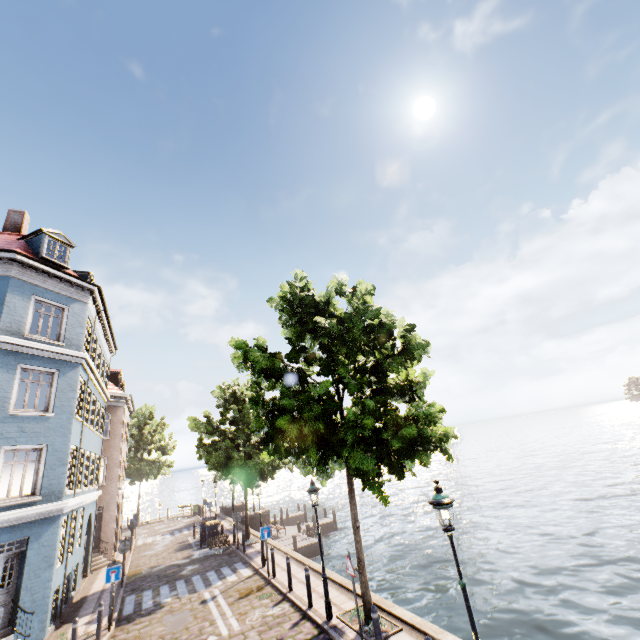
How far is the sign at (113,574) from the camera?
11.7m

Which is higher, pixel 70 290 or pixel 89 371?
pixel 70 290

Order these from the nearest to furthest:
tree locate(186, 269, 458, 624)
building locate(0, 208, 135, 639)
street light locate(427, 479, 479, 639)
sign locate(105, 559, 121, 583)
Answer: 1. street light locate(427, 479, 479, 639)
2. tree locate(186, 269, 458, 624)
3. building locate(0, 208, 135, 639)
4. sign locate(105, 559, 121, 583)

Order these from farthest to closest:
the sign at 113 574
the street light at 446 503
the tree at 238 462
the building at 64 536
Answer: the sign at 113 574
the building at 64 536
the tree at 238 462
the street light at 446 503

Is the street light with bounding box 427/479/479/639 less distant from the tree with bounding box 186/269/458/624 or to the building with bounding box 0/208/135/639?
the tree with bounding box 186/269/458/624

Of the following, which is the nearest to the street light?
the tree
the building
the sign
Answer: the tree

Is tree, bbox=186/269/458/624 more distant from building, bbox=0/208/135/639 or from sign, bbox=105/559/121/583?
sign, bbox=105/559/121/583

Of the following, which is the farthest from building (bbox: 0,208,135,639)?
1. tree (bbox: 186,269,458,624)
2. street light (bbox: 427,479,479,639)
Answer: street light (bbox: 427,479,479,639)
